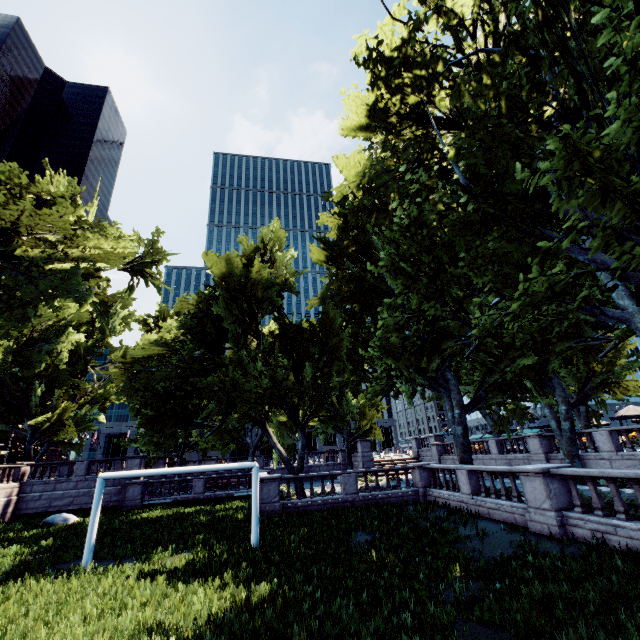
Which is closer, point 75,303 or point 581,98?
point 581,98

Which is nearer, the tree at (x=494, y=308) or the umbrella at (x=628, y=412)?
the tree at (x=494, y=308)

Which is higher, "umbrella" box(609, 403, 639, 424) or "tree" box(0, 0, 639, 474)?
"tree" box(0, 0, 639, 474)

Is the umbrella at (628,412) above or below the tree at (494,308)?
below

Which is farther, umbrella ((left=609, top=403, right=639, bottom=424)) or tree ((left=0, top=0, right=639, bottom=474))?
umbrella ((left=609, top=403, right=639, bottom=424))
